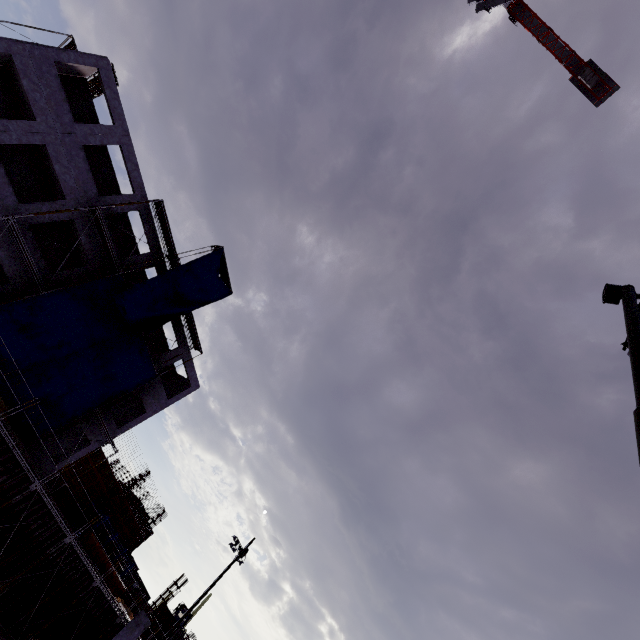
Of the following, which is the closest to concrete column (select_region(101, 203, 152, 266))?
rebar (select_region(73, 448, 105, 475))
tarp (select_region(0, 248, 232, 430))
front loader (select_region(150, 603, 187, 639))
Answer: rebar (select_region(73, 448, 105, 475))

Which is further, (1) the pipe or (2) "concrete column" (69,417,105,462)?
(2) "concrete column" (69,417,105,462)

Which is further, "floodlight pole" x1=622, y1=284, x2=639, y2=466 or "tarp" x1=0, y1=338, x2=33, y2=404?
"tarp" x1=0, y1=338, x2=33, y2=404

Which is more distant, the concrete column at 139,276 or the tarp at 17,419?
the concrete column at 139,276

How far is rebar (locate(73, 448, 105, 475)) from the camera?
22.5m

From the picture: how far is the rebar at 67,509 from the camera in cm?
2183

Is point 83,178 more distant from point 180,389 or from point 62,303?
point 180,389

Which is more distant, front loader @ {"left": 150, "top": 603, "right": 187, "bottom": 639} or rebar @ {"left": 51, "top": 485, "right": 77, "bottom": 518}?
A: front loader @ {"left": 150, "top": 603, "right": 187, "bottom": 639}
